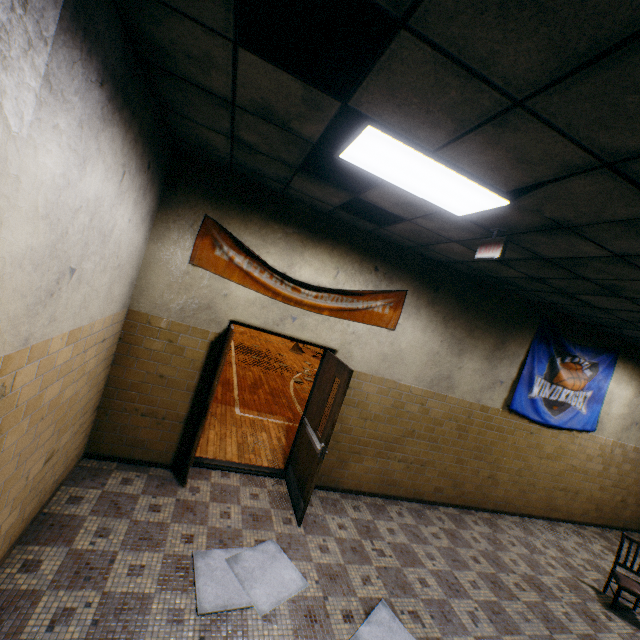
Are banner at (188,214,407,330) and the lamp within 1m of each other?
no

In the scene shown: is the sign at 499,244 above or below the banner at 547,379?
above

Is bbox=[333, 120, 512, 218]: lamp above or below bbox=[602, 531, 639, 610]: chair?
above

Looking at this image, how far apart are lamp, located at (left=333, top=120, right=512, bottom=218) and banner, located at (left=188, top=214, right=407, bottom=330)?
1.8m

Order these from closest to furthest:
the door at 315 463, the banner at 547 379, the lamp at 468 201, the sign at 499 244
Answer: the lamp at 468 201, the sign at 499 244, the door at 315 463, the banner at 547 379

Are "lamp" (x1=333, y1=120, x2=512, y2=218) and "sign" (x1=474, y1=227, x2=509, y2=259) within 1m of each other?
yes

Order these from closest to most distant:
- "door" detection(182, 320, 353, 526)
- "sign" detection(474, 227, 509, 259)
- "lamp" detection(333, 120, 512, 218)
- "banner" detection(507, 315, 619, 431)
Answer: "lamp" detection(333, 120, 512, 218)
"sign" detection(474, 227, 509, 259)
"door" detection(182, 320, 353, 526)
"banner" detection(507, 315, 619, 431)

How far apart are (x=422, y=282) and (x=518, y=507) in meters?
5.1 m
